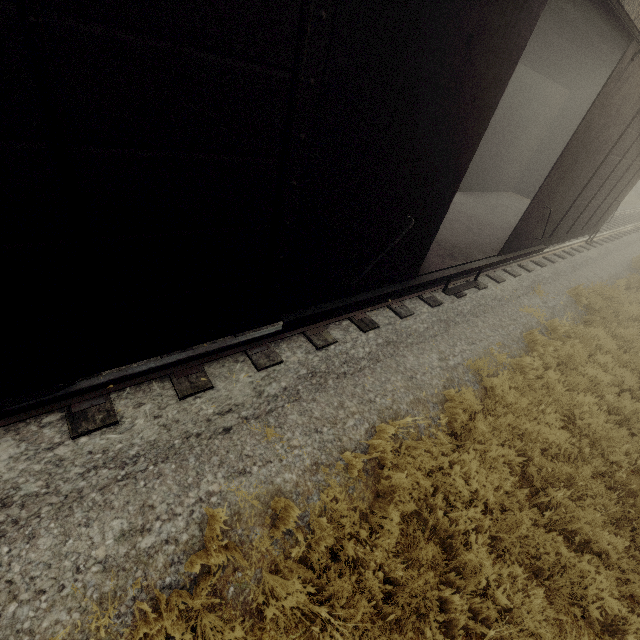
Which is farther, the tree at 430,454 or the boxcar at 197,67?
the tree at 430,454

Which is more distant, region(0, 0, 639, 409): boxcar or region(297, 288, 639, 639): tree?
region(297, 288, 639, 639): tree

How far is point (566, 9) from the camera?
5.2m

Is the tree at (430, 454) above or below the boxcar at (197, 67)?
below

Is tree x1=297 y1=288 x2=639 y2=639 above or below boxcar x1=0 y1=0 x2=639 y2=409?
below
